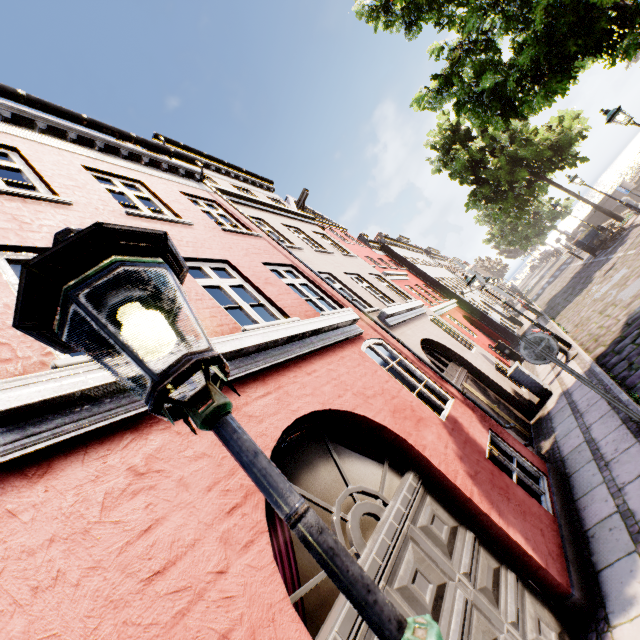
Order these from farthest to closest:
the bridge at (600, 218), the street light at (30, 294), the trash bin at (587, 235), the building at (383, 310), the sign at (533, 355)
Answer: the bridge at (600, 218) → the trash bin at (587, 235) → the sign at (533, 355) → the building at (383, 310) → the street light at (30, 294)

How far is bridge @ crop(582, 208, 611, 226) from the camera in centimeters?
3078cm

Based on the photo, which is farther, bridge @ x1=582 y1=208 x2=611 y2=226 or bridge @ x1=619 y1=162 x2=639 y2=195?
bridge @ x1=582 y1=208 x2=611 y2=226

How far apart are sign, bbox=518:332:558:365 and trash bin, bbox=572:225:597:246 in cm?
1944

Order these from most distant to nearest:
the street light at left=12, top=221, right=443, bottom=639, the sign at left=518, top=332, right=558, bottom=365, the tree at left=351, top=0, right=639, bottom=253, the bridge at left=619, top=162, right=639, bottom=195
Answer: the bridge at left=619, top=162, right=639, bottom=195 < the tree at left=351, top=0, right=639, bottom=253 < the sign at left=518, top=332, right=558, bottom=365 < the street light at left=12, top=221, right=443, bottom=639

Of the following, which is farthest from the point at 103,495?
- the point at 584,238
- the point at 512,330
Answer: the point at 584,238

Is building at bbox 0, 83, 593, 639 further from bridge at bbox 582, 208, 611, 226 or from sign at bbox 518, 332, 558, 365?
bridge at bbox 582, 208, 611, 226

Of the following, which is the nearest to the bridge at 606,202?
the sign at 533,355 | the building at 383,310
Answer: the building at 383,310
